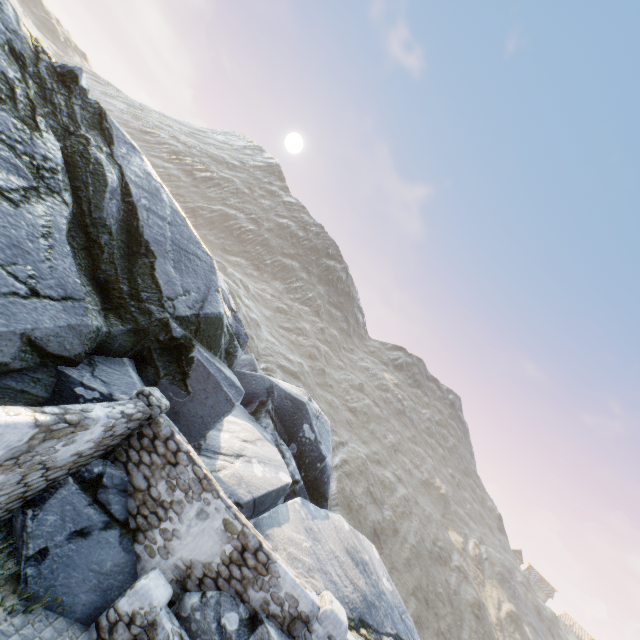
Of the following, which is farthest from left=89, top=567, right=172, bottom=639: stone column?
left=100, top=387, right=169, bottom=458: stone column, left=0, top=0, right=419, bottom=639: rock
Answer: left=100, top=387, right=169, bottom=458: stone column

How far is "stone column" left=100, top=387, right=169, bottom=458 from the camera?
7.30m

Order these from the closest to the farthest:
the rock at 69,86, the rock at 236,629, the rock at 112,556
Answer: the rock at 112,556, the rock at 236,629, the rock at 69,86

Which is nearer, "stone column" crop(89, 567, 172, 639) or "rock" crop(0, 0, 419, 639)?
"stone column" crop(89, 567, 172, 639)

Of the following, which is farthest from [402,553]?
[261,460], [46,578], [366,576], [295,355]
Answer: [46,578]

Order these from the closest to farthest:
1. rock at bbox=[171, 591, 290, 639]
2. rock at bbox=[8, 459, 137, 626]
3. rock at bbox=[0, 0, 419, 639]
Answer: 1. rock at bbox=[8, 459, 137, 626]
2. rock at bbox=[171, 591, 290, 639]
3. rock at bbox=[0, 0, 419, 639]

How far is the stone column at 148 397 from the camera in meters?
7.3 m

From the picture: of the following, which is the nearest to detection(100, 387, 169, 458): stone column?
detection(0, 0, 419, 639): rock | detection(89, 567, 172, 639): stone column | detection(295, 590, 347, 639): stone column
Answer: detection(0, 0, 419, 639): rock
